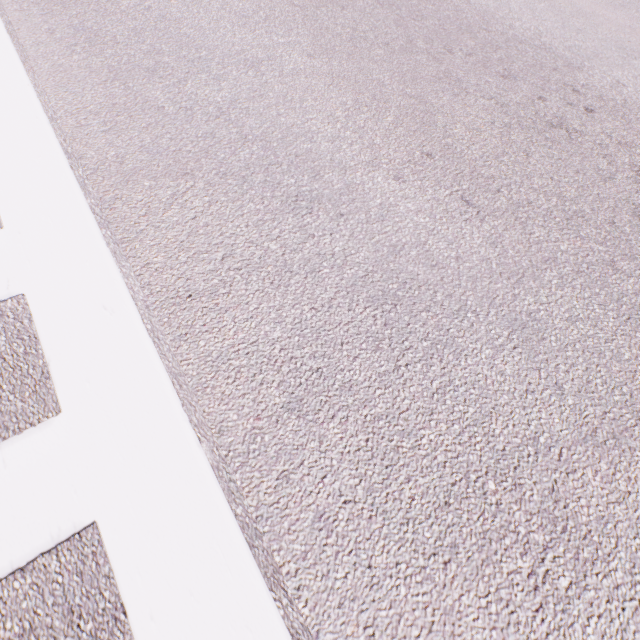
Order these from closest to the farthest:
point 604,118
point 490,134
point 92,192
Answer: point 92,192
point 490,134
point 604,118
